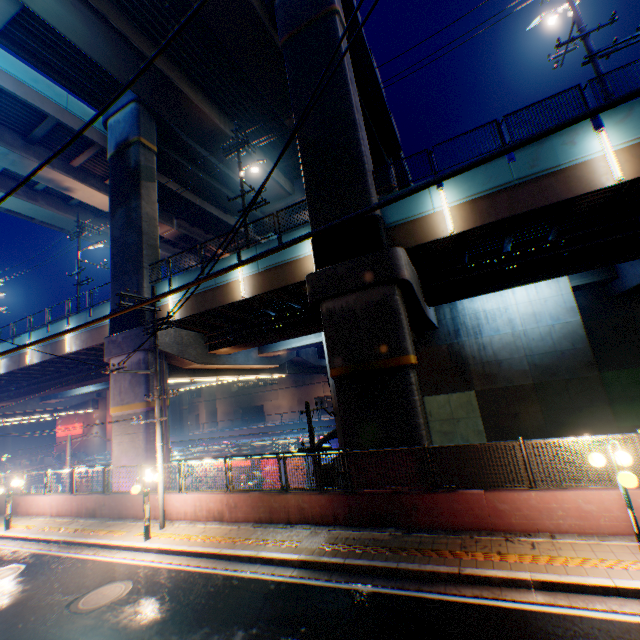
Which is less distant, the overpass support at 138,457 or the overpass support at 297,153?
the overpass support at 297,153

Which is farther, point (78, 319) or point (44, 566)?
point (78, 319)

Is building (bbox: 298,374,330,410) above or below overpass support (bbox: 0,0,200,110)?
below

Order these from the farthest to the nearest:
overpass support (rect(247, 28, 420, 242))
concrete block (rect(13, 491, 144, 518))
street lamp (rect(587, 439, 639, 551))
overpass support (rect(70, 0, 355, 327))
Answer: overpass support (rect(70, 0, 355, 327)), concrete block (rect(13, 491, 144, 518)), overpass support (rect(247, 28, 420, 242)), street lamp (rect(587, 439, 639, 551))

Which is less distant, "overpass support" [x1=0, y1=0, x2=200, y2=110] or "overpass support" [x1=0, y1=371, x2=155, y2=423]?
"overpass support" [x1=0, y1=0, x2=200, y2=110]

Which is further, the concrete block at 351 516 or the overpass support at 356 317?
the overpass support at 356 317

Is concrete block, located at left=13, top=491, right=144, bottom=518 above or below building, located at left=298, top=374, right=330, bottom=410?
below
